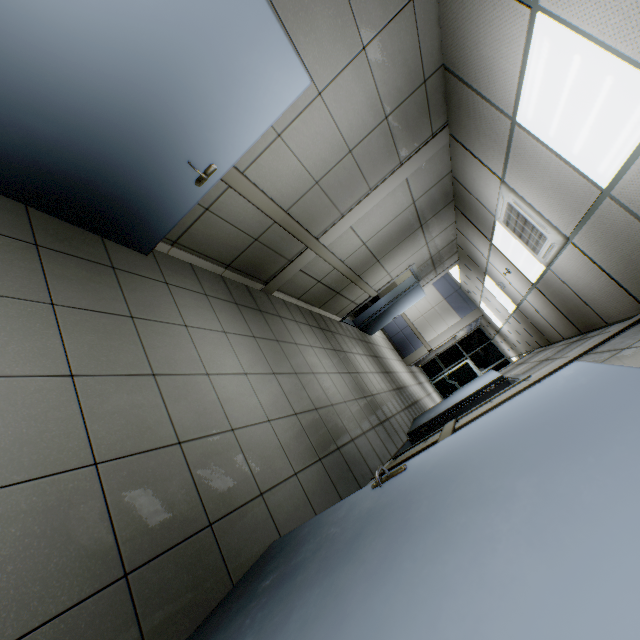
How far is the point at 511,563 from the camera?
0.6 meters

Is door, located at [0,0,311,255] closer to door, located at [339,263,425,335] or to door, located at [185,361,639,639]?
door, located at [185,361,639,639]

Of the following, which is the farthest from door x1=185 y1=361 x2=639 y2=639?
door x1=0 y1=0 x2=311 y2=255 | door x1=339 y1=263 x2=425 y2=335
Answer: door x1=339 y1=263 x2=425 y2=335

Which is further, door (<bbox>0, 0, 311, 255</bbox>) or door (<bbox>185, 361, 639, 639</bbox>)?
door (<bbox>0, 0, 311, 255</bbox>)

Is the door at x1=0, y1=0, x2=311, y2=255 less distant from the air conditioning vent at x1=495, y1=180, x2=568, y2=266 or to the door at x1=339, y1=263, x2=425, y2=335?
the air conditioning vent at x1=495, y1=180, x2=568, y2=266

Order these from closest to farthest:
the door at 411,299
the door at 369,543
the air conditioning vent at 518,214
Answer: the door at 369,543, the air conditioning vent at 518,214, the door at 411,299

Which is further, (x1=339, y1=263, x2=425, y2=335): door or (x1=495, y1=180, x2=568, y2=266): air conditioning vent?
(x1=339, y1=263, x2=425, y2=335): door

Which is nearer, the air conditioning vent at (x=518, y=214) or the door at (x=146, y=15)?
the door at (x=146, y=15)
